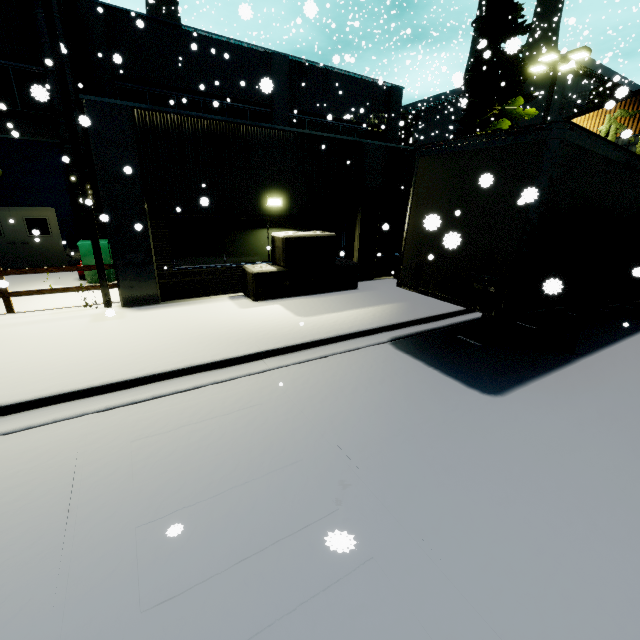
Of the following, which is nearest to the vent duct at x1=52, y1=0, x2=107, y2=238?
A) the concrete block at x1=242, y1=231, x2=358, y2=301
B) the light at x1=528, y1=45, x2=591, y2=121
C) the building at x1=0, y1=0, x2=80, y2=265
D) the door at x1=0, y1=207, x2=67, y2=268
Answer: the building at x1=0, y1=0, x2=80, y2=265

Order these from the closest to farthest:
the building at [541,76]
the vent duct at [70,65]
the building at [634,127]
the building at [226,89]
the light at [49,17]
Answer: the light at [49,17]
the building at [226,89]
the vent duct at [70,65]
the building at [634,127]
the building at [541,76]

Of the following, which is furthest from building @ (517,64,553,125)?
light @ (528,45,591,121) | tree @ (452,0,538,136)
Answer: light @ (528,45,591,121)

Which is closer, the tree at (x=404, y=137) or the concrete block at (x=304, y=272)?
the concrete block at (x=304, y=272)

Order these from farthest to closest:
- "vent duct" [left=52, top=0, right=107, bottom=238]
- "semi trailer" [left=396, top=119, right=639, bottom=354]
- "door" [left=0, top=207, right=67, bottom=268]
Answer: "door" [left=0, top=207, right=67, bottom=268] → "vent duct" [left=52, top=0, right=107, bottom=238] → "semi trailer" [left=396, top=119, right=639, bottom=354]

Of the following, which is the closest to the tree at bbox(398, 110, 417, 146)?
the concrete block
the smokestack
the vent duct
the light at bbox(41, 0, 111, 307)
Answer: the smokestack

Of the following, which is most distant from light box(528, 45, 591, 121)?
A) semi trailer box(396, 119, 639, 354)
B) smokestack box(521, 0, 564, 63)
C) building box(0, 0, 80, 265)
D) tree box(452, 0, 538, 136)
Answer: semi trailer box(396, 119, 639, 354)

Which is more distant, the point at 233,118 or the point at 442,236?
the point at 233,118
